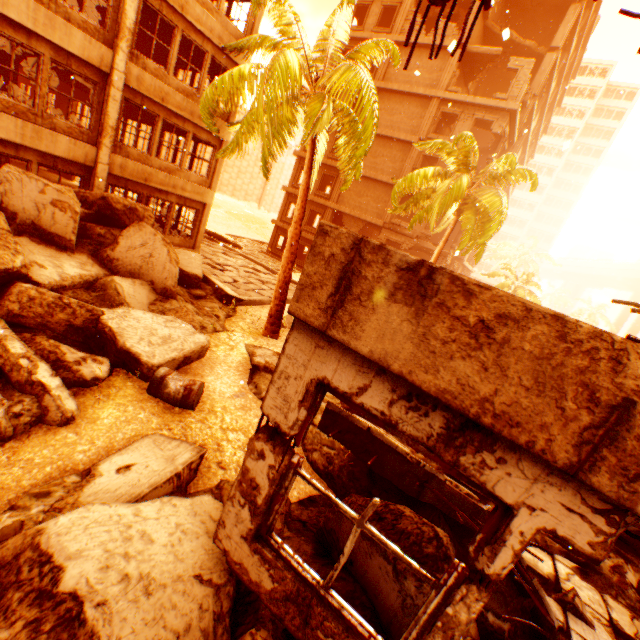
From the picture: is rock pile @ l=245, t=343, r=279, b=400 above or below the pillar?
below

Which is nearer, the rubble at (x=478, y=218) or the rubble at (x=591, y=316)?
the rubble at (x=478, y=218)

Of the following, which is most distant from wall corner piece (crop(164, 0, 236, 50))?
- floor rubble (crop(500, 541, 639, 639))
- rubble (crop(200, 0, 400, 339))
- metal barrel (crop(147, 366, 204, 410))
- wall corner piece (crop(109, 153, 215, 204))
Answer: floor rubble (crop(500, 541, 639, 639))

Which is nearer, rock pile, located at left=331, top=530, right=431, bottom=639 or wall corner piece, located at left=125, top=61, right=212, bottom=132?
rock pile, located at left=331, top=530, right=431, bottom=639

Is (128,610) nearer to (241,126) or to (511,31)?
(241,126)

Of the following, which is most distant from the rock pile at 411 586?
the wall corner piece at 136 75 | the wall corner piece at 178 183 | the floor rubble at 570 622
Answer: the wall corner piece at 136 75

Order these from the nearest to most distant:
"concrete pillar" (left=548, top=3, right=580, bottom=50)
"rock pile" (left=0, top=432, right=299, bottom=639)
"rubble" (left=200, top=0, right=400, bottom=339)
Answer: "rock pile" (left=0, top=432, right=299, bottom=639), "rubble" (left=200, top=0, right=400, bottom=339), "concrete pillar" (left=548, top=3, right=580, bottom=50)

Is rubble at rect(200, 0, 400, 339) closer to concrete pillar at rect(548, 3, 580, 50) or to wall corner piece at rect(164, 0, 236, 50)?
wall corner piece at rect(164, 0, 236, 50)
